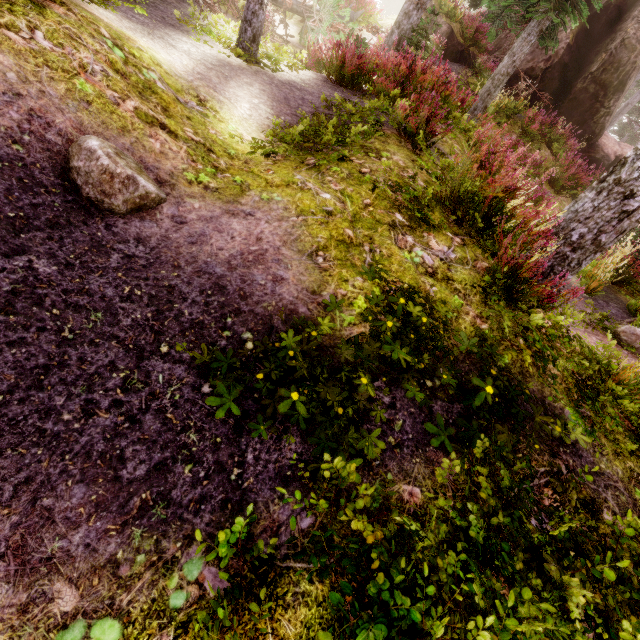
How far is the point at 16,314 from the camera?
1.9 meters

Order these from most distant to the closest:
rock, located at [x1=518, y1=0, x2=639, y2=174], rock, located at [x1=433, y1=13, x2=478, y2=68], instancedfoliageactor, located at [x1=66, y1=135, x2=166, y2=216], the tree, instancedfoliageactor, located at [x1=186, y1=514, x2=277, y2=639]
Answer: rock, located at [x1=433, y1=13, x2=478, y2=68], rock, located at [x1=518, y1=0, x2=639, y2=174], the tree, instancedfoliageactor, located at [x1=66, y1=135, x2=166, y2=216], instancedfoliageactor, located at [x1=186, y1=514, x2=277, y2=639]

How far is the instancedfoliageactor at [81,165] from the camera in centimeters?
248cm

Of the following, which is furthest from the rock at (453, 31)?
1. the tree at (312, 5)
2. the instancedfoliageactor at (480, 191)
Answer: the tree at (312, 5)

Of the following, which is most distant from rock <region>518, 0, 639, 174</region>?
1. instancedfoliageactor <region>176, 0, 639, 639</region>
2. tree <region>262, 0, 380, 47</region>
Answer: tree <region>262, 0, 380, 47</region>

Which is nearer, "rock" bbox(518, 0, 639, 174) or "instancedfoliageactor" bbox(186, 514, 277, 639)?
"instancedfoliageactor" bbox(186, 514, 277, 639)
